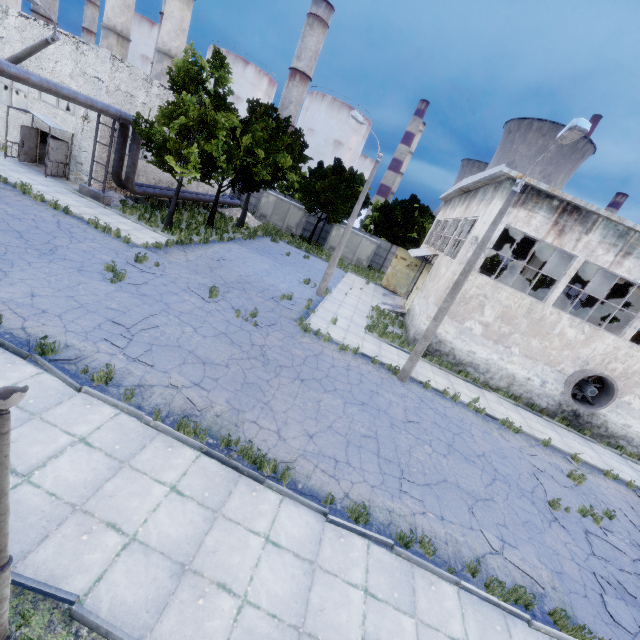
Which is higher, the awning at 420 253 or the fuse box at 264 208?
the awning at 420 253

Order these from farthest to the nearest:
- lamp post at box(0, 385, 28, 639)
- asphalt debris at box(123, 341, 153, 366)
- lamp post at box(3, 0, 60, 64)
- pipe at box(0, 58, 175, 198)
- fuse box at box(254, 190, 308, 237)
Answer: fuse box at box(254, 190, 308, 237) → pipe at box(0, 58, 175, 198) → lamp post at box(3, 0, 60, 64) → asphalt debris at box(123, 341, 153, 366) → lamp post at box(0, 385, 28, 639)

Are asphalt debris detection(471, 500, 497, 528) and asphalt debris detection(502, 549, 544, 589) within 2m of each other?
yes

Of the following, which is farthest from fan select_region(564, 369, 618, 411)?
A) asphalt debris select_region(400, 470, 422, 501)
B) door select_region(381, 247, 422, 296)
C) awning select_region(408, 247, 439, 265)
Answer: door select_region(381, 247, 422, 296)

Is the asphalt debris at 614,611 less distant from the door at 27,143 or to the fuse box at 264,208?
the fuse box at 264,208

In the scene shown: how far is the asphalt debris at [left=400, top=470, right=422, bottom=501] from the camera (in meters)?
8.33

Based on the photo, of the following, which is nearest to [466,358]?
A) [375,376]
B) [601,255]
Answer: [375,376]

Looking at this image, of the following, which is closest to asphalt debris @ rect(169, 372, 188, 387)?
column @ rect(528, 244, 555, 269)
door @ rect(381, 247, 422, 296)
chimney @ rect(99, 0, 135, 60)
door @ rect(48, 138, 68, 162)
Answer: column @ rect(528, 244, 555, 269)
